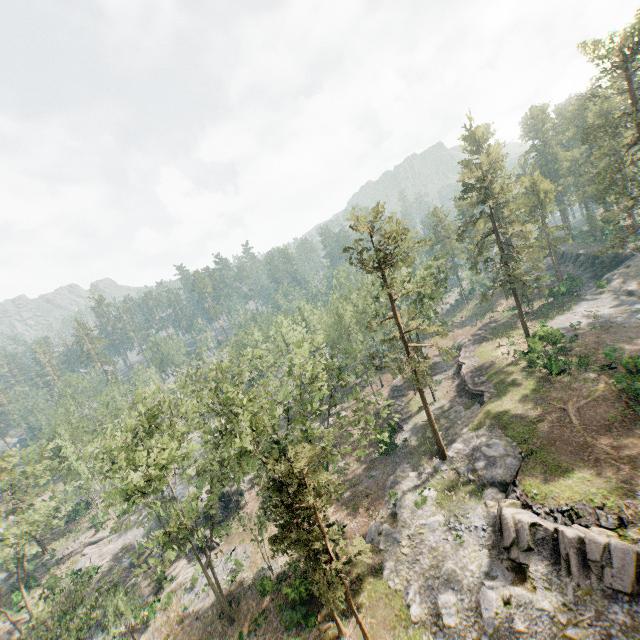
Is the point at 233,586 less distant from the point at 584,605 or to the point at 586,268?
the point at 584,605

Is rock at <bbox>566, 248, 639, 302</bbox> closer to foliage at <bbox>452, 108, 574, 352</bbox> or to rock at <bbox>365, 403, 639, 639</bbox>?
foliage at <bbox>452, 108, 574, 352</bbox>

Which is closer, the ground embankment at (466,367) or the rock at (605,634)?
the rock at (605,634)

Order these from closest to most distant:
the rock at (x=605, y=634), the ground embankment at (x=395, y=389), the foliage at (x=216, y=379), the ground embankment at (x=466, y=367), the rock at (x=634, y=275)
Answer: the rock at (x=605, y=634)
the foliage at (x=216, y=379)
the ground embankment at (x=466, y=367)
the ground embankment at (x=395, y=389)
the rock at (x=634, y=275)

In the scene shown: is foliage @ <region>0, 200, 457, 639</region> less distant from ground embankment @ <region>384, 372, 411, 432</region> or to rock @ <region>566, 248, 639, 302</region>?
rock @ <region>566, 248, 639, 302</region>

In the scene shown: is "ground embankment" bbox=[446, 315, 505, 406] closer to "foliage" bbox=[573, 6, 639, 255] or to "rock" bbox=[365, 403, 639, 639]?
"rock" bbox=[365, 403, 639, 639]

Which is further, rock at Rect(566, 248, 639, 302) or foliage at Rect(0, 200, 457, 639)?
rock at Rect(566, 248, 639, 302)

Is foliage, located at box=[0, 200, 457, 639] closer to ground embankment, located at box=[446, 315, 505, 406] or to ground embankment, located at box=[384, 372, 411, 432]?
ground embankment, located at box=[384, 372, 411, 432]
